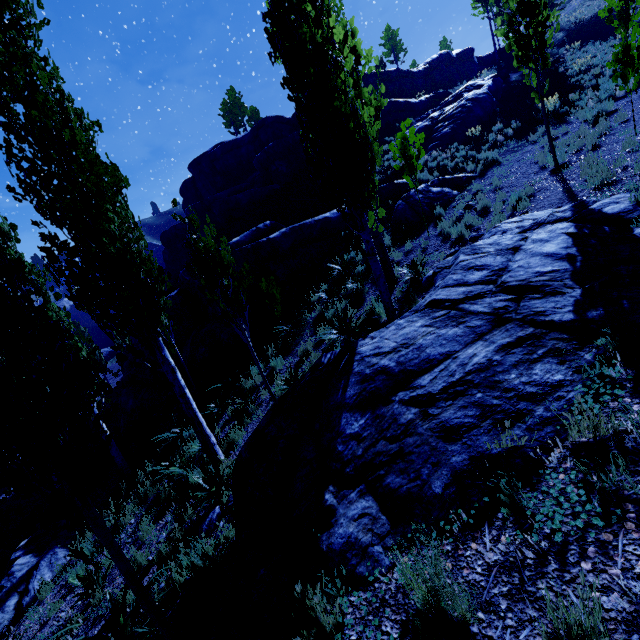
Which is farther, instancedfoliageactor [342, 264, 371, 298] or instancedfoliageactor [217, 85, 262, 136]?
instancedfoliageactor [217, 85, 262, 136]

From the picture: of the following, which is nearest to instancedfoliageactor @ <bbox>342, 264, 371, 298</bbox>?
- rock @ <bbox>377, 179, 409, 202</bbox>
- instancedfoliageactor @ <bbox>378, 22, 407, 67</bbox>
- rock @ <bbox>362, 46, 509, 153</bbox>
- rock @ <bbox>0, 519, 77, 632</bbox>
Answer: rock @ <bbox>377, 179, 409, 202</bbox>

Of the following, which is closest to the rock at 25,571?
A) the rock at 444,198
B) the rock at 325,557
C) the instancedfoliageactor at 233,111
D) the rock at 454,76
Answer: the rock at 325,557

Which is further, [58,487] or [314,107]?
[314,107]

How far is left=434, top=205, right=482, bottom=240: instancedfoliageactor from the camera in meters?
9.0

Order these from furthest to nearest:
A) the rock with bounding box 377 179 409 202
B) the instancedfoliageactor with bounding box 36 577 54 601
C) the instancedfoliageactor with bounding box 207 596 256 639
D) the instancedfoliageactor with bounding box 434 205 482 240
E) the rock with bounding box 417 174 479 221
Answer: the rock with bounding box 377 179 409 202 < the rock with bounding box 417 174 479 221 < the instancedfoliageactor with bounding box 434 205 482 240 < the instancedfoliageactor with bounding box 36 577 54 601 < the instancedfoliageactor with bounding box 207 596 256 639

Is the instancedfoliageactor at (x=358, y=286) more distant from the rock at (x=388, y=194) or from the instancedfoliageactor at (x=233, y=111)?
the instancedfoliageactor at (x=233, y=111)

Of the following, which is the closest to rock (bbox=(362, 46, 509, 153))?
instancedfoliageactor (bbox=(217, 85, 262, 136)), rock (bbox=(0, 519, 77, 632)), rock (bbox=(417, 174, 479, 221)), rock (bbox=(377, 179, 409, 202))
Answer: rock (bbox=(377, 179, 409, 202))
